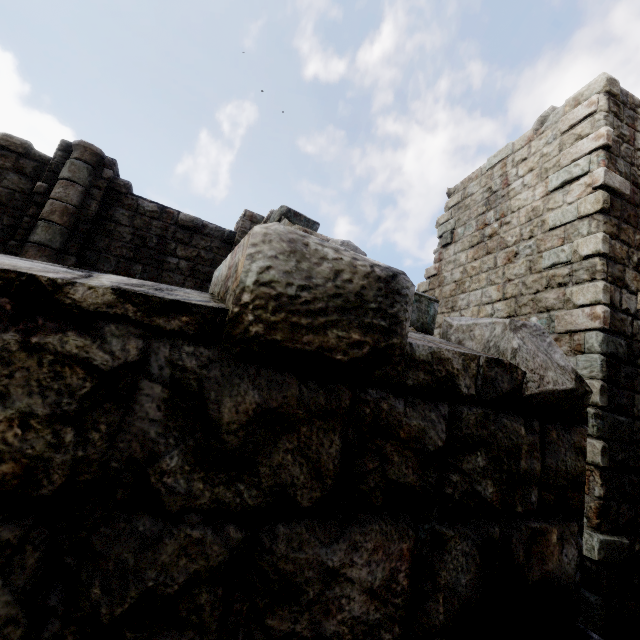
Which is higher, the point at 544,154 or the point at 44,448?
the point at 544,154
